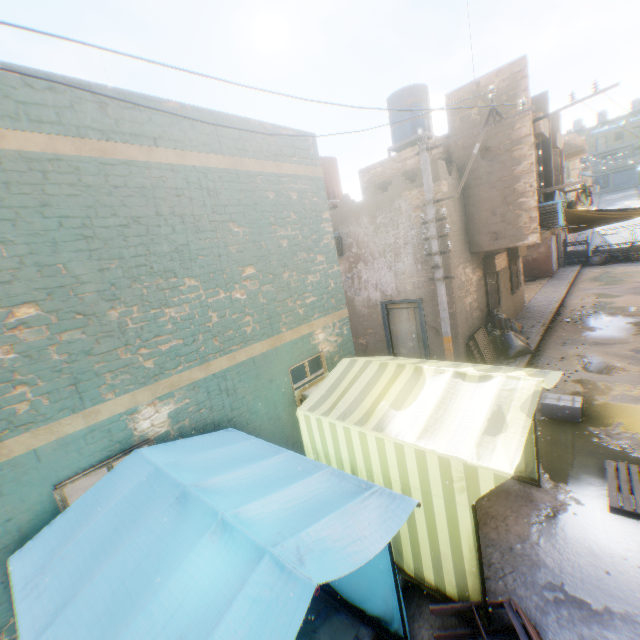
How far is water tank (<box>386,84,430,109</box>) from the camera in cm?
1196

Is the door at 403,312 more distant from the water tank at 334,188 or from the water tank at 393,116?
the water tank at 393,116

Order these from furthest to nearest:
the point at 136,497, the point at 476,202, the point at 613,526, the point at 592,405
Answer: the point at 476,202
the point at 592,405
the point at 613,526
the point at 136,497

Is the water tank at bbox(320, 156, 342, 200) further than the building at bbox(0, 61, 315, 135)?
Yes

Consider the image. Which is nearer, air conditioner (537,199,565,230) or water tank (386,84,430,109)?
air conditioner (537,199,565,230)

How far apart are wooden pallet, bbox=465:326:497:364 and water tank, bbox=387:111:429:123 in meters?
7.6

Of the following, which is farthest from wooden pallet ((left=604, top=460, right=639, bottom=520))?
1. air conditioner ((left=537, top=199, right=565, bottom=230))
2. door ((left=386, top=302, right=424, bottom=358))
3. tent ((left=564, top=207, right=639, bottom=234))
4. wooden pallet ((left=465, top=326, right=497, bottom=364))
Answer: wooden pallet ((left=465, top=326, right=497, bottom=364))

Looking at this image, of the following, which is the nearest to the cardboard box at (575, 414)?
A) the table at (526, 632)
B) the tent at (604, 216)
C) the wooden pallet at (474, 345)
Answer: the tent at (604, 216)
